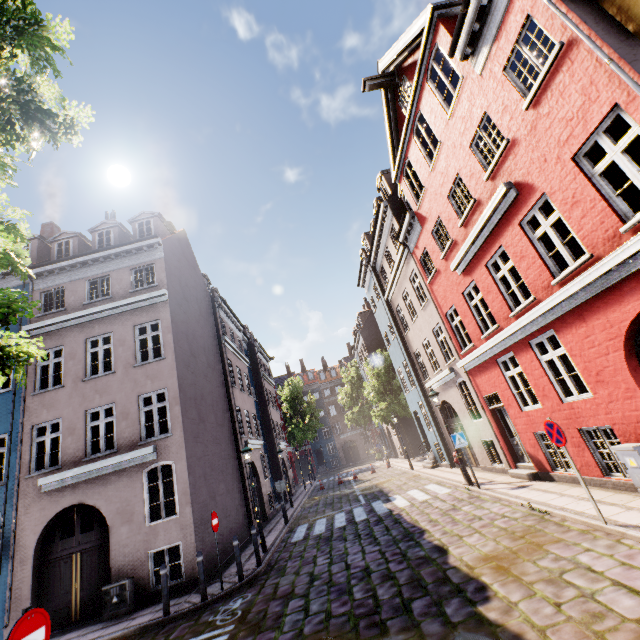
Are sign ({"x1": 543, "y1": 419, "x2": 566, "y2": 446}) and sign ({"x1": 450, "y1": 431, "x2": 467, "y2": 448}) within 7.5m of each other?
yes

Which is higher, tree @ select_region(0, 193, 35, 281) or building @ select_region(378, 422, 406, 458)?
tree @ select_region(0, 193, 35, 281)

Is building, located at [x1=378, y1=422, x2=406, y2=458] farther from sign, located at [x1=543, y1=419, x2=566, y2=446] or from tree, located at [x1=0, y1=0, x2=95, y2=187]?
tree, located at [x1=0, y1=0, x2=95, y2=187]

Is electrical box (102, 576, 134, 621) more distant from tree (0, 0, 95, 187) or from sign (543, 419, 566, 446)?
sign (543, 419, 566, 446)

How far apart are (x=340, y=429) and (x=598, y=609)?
51.0m

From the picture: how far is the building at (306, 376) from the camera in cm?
5134

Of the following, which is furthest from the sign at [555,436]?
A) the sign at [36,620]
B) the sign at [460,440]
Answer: the sign at [36,620]

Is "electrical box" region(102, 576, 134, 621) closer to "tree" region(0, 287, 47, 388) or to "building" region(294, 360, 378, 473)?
"building" region(294, 360, 378, 473)
